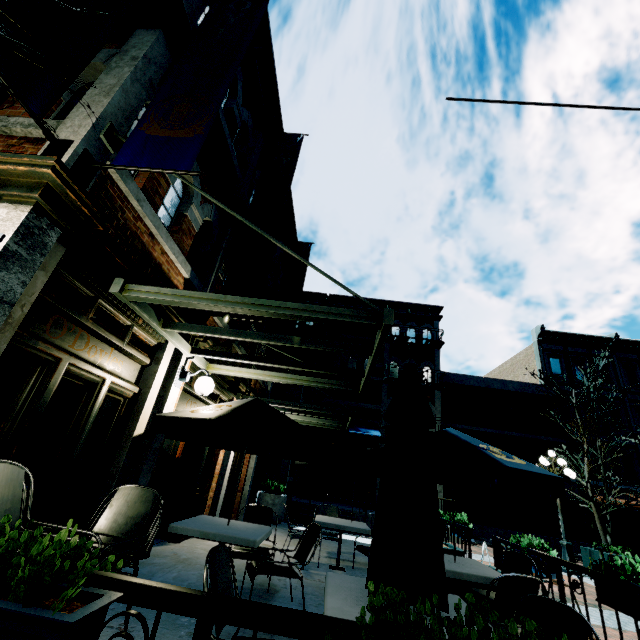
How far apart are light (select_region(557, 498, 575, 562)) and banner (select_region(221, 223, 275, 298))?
11.8m

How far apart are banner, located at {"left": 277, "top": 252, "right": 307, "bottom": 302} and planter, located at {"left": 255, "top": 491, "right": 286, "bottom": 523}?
4.28m

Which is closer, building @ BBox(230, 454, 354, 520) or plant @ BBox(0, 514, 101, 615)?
plant @ BBox(0, 514, 101, 615)

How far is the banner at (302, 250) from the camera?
11.1 meters

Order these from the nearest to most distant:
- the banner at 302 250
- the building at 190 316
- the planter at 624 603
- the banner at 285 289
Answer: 1. the planter at 624 603
2. the building at 190 316
3. the banner at 285 289
4. the banner at 302 250

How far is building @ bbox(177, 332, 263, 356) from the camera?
5.3 meters

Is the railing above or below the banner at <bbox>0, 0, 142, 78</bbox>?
below

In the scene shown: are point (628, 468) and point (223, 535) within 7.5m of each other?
no
